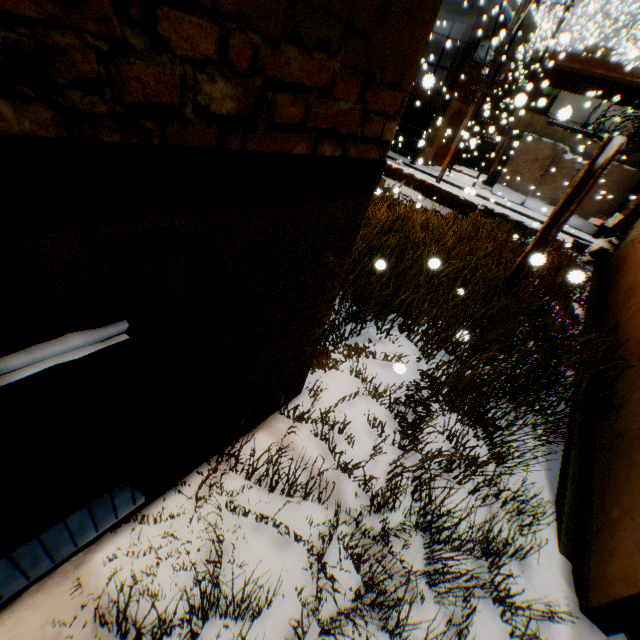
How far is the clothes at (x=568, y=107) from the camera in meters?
12.8 m

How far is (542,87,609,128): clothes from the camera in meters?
12.8 m

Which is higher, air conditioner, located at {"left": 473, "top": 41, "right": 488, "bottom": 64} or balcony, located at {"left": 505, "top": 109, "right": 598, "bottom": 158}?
air conditioner, located at {"left": 473, "top": 41, "right": 488, "bottom": 64}

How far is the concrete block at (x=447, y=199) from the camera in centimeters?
1245cm

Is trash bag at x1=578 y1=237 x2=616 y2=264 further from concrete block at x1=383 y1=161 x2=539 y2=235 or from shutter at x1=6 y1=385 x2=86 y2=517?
shutter at x1=6 y1=385 x2=86 y2=517

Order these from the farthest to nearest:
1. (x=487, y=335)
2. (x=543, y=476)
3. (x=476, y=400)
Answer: (x=487, y=335)
(x=543, y=476)
(x=476, y=400)

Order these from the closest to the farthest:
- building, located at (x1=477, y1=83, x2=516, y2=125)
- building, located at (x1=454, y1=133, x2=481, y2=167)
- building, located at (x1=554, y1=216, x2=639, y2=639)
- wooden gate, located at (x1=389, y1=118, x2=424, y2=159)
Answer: building, located at (x1=554, y1=216, x2=639, y2=639)
building, located at (x1=454, y1=133, x2=481, y2=167)
wooden gate, located at (x1=389, y1=118, x2=424, y2=159)
building, located at (x1=477, y1=83, x2=516, y2=125)

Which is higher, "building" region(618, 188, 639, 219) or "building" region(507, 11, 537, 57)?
"building" region(507, 11, 537, 57)
